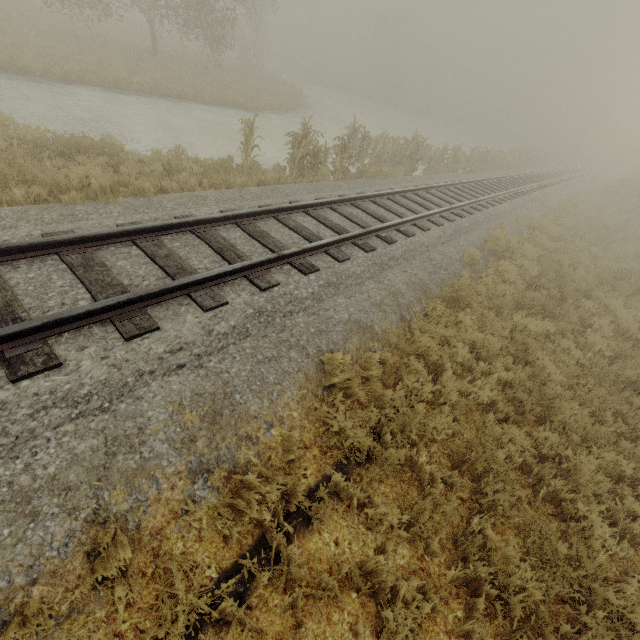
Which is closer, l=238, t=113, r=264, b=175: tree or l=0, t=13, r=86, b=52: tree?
l=238, t=113, r=264, b=175: tree

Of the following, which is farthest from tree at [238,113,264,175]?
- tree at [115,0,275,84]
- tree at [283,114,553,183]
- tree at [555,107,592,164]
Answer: tree at [555,107,592,164]

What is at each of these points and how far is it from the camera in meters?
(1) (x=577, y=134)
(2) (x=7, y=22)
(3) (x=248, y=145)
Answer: (1) tree, 50.7 m
(2) tree, 16.6 m
(3) tree, 10.1 m

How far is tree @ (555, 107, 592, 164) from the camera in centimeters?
4962cm

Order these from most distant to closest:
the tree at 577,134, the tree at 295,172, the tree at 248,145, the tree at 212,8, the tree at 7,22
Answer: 1. the tree at 577,134
2. the tree at 212,8
3. the tree at 7,22
4. the tree at 295,172
5. the tree at 248,145

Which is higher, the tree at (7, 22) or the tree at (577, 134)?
the tree at (577, 134)

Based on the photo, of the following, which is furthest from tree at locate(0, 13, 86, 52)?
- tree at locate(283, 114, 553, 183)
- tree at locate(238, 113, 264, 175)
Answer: tree at locate(283, 114, 553, 183)
